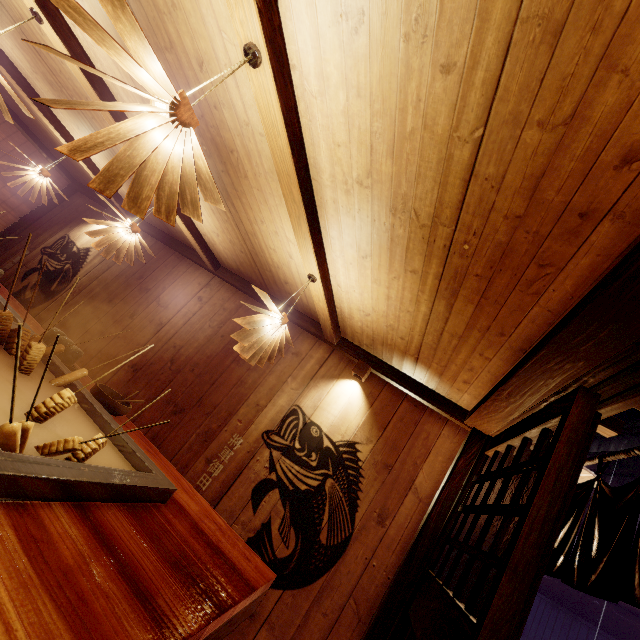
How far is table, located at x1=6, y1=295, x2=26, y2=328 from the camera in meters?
3.9

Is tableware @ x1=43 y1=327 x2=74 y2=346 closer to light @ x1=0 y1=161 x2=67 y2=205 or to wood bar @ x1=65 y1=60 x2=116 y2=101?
wood bar @ x1=65 y1=60 x2=116 y2=101

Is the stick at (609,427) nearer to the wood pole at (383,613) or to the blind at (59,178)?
the wood pole at (383,613)

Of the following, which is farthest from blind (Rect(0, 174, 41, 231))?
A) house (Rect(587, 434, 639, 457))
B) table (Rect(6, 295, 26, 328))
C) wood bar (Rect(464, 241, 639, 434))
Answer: house (Rect(587, 434, 639, 457))

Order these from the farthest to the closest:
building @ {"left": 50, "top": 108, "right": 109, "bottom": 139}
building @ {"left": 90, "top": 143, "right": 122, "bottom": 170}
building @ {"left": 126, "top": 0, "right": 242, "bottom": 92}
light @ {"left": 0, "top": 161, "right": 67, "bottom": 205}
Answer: light @ {"left": 0, "top": 161, "right": 67, "bottom": 205} → building @ {"left": 90, "top": 143, "right": 122, "bottom": 170} → building @ {"left": 50, "top": 108, "right": 109, "bottom": 139} → building @ {"left": 126, "top": 0, "right": 242, "bottom": 92}

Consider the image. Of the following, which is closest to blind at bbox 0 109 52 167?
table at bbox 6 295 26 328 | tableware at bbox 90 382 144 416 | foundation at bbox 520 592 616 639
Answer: table at bbox 6 295 26 328

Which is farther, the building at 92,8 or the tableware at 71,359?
the tableware at 71,359

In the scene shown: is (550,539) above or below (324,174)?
below
